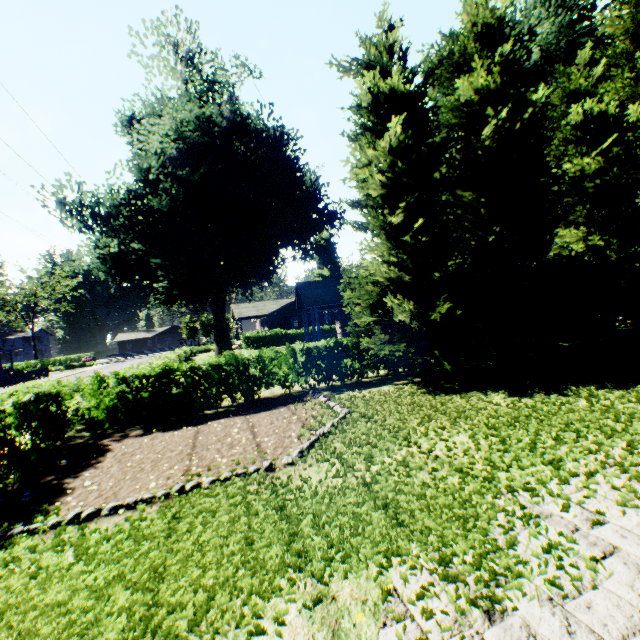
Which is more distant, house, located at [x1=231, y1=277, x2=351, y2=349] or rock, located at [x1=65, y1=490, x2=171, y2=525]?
house, located at [x1=231, y1=277, x2=351, y2=349]

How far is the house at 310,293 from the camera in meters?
21.4 m

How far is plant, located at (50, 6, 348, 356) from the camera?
19.6 meters

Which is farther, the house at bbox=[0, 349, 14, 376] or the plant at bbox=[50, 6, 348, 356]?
the house at bbox=[0, 349, 14, 376]

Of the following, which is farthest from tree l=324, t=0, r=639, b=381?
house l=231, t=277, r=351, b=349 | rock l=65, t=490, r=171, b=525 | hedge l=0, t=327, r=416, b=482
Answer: rock l=65, t=490, r=171, b=525

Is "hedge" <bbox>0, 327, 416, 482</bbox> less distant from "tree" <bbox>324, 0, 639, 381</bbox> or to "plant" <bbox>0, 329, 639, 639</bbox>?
"tree" <bbox>324, 0, 639, 381</bbox>

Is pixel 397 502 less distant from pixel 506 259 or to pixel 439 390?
pixel 439 390

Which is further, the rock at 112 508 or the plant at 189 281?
the plant at 189 281
